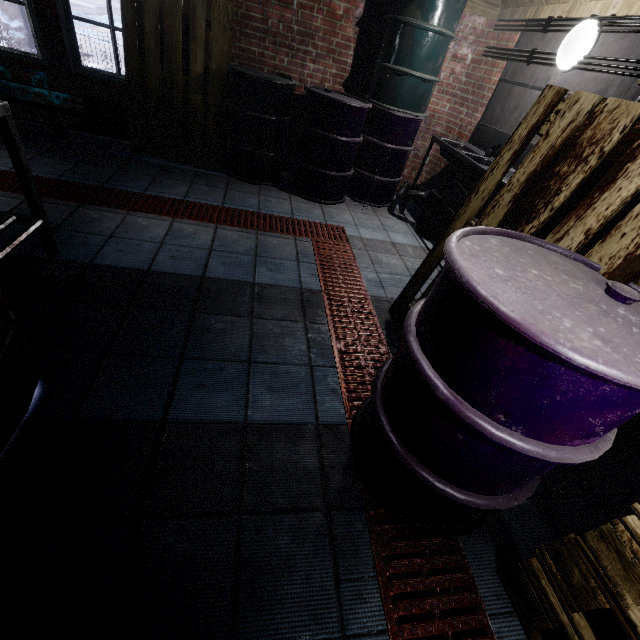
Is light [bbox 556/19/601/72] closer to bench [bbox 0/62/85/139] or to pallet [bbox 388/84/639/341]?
pallet [bbox 388/84/639/341]

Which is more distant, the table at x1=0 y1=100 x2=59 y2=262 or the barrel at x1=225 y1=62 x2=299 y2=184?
the barrel at x1=225 y1=62 x2=299 y2=184

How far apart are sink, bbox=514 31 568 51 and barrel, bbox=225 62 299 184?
1.4m

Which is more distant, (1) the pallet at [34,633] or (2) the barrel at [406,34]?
(2) the barrel at [406,34]

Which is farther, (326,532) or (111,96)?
(111,96)

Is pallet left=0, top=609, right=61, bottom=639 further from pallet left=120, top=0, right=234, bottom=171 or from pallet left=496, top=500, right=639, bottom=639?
pallet left=120, top=0, right=234, bottom=171

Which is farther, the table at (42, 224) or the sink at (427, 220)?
the sink at (427, 220)

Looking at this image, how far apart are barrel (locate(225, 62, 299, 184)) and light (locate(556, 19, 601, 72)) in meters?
2.3 m
